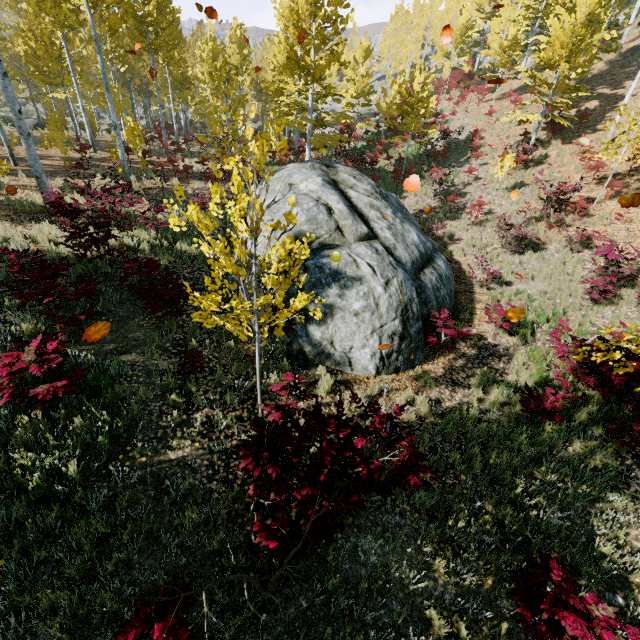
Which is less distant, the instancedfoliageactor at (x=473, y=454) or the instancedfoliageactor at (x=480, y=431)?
the instancedfoliageactor at (x=473, y=454)

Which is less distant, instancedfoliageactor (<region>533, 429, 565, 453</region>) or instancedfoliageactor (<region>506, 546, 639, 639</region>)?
instancedfoliageactor (<region>506, 546, 639, 639</region>)

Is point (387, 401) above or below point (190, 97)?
below

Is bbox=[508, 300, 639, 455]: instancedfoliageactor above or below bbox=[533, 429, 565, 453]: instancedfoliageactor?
above

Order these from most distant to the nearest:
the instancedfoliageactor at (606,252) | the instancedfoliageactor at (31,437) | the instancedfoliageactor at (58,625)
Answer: the instancedfoliageactor at (606,252), the instancedfoliageactor at (31,437), the instancedfoliageactor at (58,625)

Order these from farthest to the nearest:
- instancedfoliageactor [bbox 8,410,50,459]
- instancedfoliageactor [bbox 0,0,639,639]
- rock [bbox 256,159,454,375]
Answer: rock [bbox 256,159,454,375]
instancedfoliageactor [bbox 8,410,50,459]
instancedfoliageactor [bbox 0,0,639,639]

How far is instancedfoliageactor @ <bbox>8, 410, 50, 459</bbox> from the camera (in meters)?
3.93
